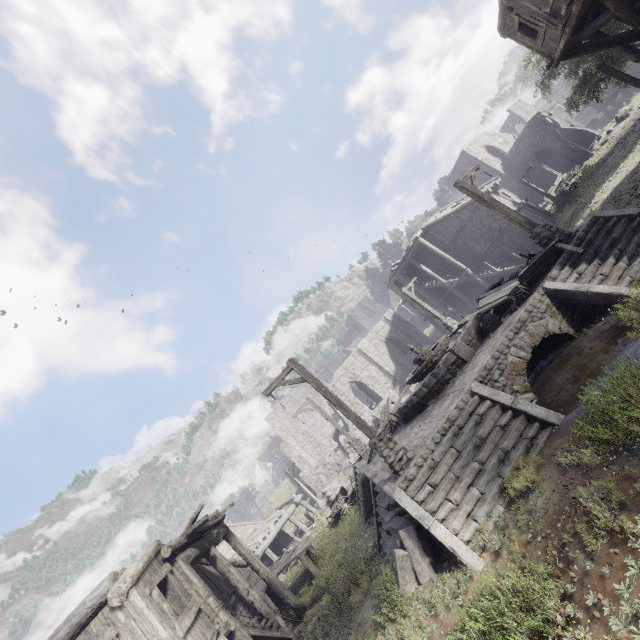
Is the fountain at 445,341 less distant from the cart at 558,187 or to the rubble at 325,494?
the rubble at 325,494

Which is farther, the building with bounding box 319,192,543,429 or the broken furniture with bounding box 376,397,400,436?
the building with bounding box 319,192,543,429

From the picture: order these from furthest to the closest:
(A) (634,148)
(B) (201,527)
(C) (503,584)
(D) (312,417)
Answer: (D) (312,417) < (A) (634,148) < (B) (201,527) < (C) (503,584)

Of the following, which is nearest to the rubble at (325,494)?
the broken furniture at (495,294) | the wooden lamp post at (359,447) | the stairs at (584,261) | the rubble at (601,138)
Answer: the wooden lamp post at (359,447)

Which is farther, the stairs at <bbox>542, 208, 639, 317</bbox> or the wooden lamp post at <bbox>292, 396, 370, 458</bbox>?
the wooden lamp post at <bbox>292, 396, 370, 458</bbox>

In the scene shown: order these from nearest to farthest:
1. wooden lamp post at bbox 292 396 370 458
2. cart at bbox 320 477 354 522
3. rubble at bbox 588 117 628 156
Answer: wooden lamp post at bbox 292 396 370 458 < cart at bbox 320 477 354 522 < rubble at bbox 588 117 628 156

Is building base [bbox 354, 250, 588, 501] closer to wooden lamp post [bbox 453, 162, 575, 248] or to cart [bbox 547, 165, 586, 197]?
Answer: wooden lamp post [bbox 453, 162, 575, 248]

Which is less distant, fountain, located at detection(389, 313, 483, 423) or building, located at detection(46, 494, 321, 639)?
building, located at detection(46, 494, 321, 639)
